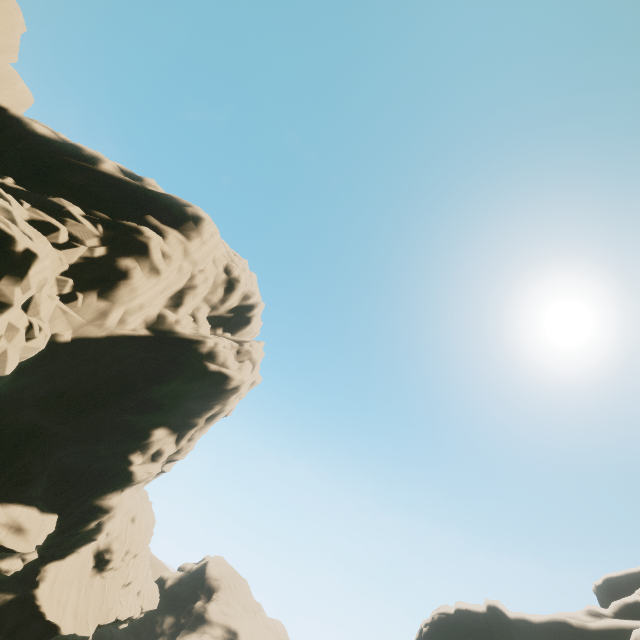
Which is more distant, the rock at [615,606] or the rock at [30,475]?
the rock at [615,606]

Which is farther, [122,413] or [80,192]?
[122,413]

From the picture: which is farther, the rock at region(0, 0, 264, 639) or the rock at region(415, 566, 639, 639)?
the rock at region(415, 566, 639, 639)
